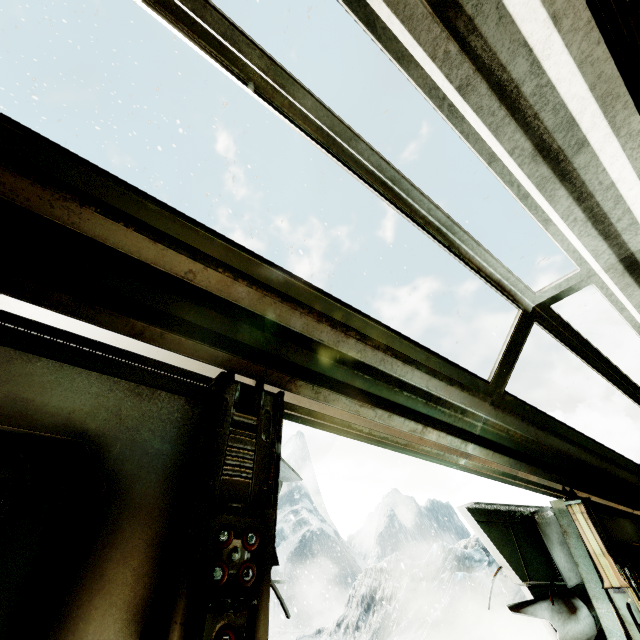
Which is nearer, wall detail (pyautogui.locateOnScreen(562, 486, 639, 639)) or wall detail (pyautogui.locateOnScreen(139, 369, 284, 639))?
wall detail (pyautogui.locateOnScreen(139, 369, 284, 639))

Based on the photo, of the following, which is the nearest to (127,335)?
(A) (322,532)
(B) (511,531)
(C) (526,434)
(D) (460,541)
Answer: (C) (526,434)

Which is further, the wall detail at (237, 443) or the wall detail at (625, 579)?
the wall detail at (625, 579)
